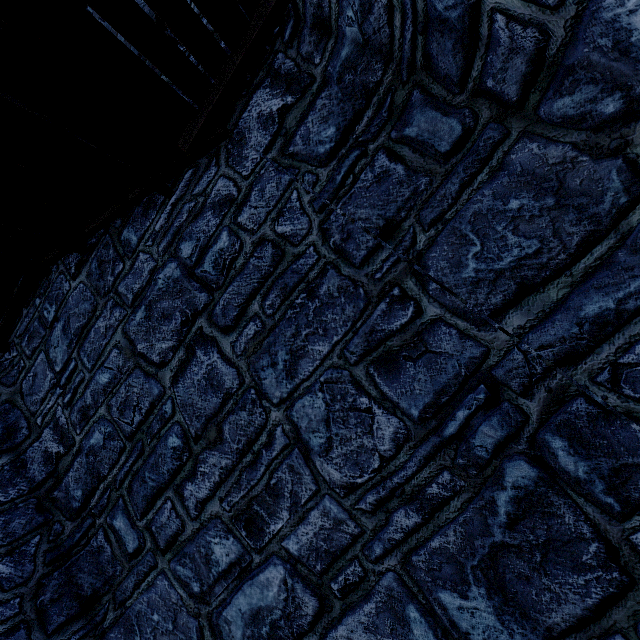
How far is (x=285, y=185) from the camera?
2.9m
